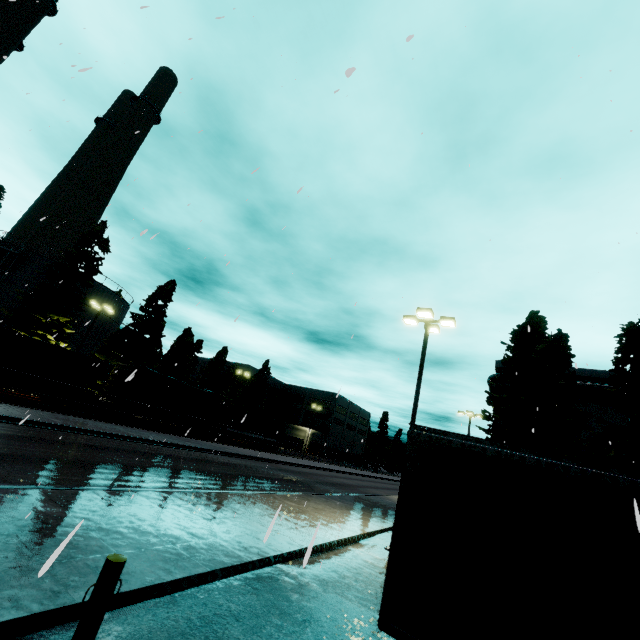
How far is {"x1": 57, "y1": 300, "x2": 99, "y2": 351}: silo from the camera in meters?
36.7

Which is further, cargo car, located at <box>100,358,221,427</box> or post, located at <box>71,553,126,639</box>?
cargo car, located at <box>100,358,221,427</box>

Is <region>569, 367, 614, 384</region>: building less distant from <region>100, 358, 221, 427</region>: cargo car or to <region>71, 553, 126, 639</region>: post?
<region>71, 553, 126, 639</region>: post

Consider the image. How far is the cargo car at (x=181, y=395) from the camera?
28.2m

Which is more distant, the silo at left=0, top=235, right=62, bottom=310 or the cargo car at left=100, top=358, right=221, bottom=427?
the silo at left=0, top=235, right=62, bottom=310

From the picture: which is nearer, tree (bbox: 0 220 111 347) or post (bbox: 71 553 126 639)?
post (bbox: 71 553 126 639)

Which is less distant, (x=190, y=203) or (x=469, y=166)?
(x=469, y=166)

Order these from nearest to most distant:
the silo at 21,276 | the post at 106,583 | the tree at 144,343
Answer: the post at 106,583
the silo at 21,276
the tree at 144,343
